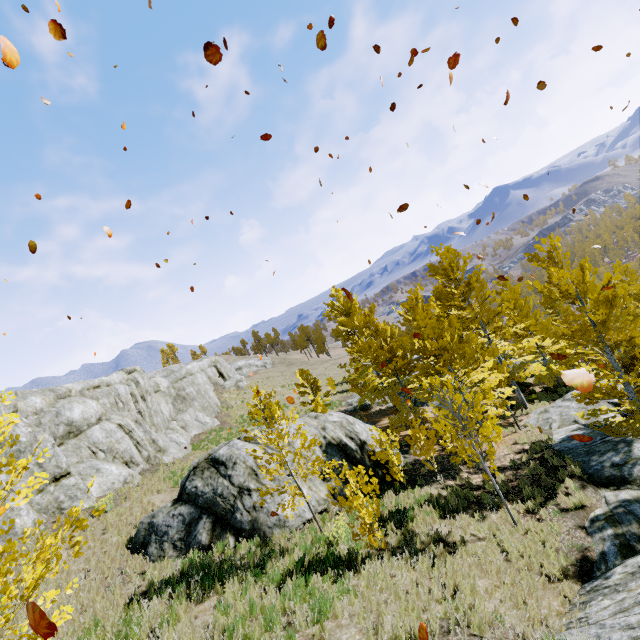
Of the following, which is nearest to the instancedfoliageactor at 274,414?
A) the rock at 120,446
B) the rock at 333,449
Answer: the rock at 120,446

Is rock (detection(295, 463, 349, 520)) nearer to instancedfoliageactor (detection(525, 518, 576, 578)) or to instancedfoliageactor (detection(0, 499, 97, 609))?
instancedfoliageactor (detection(0, 499, 97, 609))

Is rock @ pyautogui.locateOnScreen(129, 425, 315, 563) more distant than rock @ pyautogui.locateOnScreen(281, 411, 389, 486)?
No

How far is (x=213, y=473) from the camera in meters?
11.7 m

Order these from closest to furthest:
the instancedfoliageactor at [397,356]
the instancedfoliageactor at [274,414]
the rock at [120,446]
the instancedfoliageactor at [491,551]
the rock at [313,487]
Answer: the instancedfoliageactor at [491,551] < the instancedfoliageactor at [274,414] < the instancedfoliageactor at [397,356] < the rock at [313,487] < the rock at [120,446]

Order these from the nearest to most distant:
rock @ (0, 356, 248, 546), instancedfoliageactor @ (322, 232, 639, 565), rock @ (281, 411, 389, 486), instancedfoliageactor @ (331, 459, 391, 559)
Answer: instancedfoliageactor @ (331, 459, 391, 559), instancedfoliageactor @ (322, 232, 639, 565), rock @ (281, 411, 389, 486), rock @ (0, 356, 248, 546)

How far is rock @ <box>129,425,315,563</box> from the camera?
10.3 meters

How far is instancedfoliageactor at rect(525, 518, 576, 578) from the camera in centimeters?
751cm
